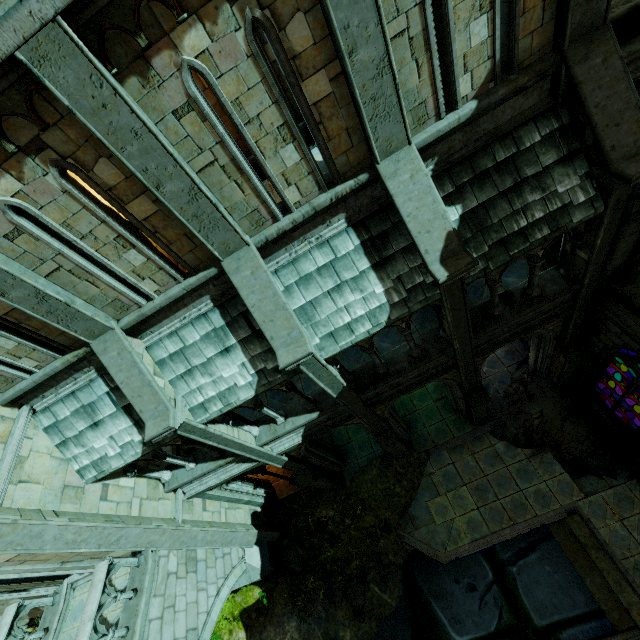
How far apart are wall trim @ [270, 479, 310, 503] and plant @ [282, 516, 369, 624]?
0.81m

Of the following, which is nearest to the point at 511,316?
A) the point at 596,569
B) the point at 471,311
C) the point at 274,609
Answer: the point at 471,311

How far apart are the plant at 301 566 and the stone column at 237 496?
1.23m

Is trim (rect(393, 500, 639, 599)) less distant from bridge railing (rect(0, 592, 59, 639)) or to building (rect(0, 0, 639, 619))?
building (rect(0, 0, 639, 619))

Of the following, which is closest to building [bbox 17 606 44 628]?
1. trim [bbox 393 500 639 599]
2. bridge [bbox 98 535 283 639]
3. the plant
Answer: bridge [bbox 98 535 283 639]

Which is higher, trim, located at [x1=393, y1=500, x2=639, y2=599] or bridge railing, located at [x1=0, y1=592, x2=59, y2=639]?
A: bridge railing, located at [x1=0, y1=592, x2=59, y2=639]

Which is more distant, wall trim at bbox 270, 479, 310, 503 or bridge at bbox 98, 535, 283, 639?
wall trim at bbox 270, 479, 310, 503

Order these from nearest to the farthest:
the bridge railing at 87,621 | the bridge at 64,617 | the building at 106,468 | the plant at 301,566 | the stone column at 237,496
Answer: the building at 106,468
the bridge railing at 87,621
the bridge at 64,617
the stone column at 237,496
the plant at 301,566
